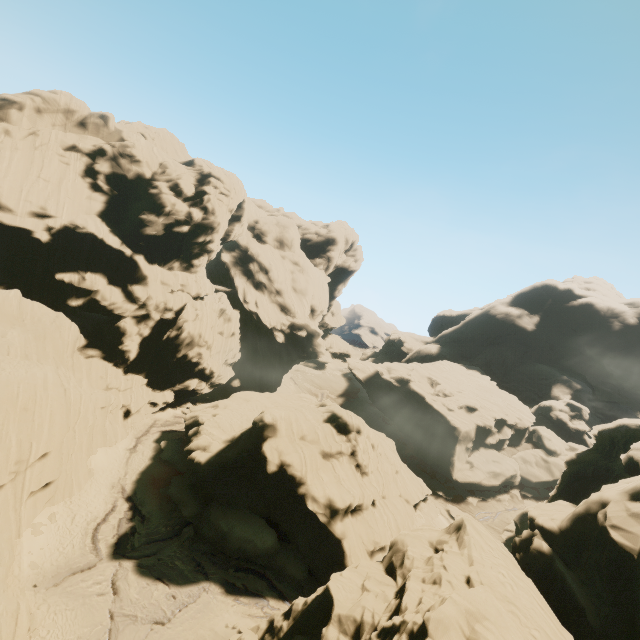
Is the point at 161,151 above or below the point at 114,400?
above
